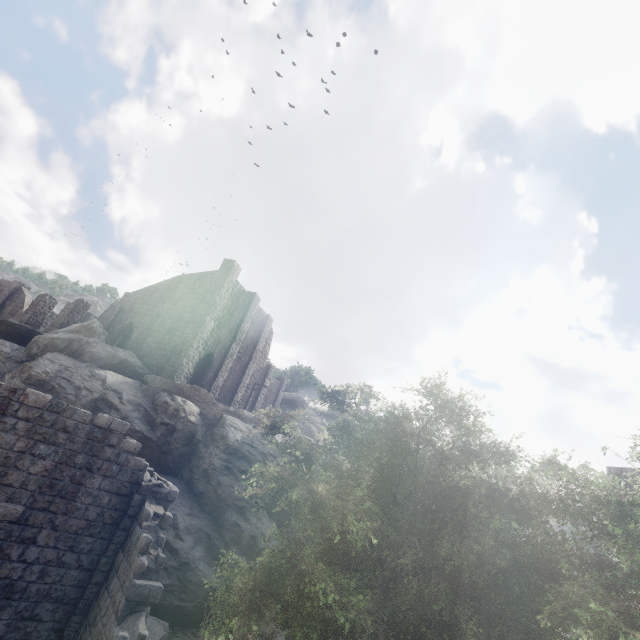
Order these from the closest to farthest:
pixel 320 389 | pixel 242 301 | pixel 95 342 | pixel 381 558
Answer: pixel 381 558, pixel 320 389, pixel 95 342, pixel 242 301

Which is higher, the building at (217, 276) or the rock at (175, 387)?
the building at (217, 276)

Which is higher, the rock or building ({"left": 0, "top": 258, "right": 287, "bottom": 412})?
building ({"left": 0, "top": 258, "right": 287, "bottom": 412})

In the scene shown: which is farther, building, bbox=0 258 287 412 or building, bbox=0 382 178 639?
building, bbox=0 258 287 412

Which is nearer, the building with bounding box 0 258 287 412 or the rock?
the rock

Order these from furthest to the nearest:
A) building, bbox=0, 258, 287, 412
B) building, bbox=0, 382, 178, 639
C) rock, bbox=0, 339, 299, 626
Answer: building, bbox=0, 258, 287, 412 → rock, bbox=0, 339, 299, 626 → building, bbox=0, 382, 178, 639

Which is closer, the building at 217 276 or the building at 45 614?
the building at 45 614
